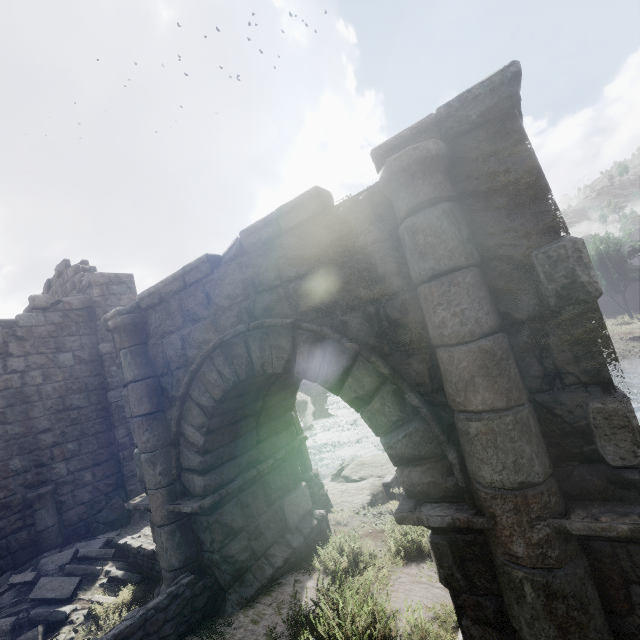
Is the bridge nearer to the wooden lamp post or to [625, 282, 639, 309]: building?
the wooden lamp post

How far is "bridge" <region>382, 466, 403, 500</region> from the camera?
11.0m

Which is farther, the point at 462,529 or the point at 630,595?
the point at 462,529

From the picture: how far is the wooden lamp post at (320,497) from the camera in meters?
9.4

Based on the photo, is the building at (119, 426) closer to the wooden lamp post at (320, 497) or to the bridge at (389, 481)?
the wooden lamp post at (320, 497)

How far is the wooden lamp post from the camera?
9.4 meters

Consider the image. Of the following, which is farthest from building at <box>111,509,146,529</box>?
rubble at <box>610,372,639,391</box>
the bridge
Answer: rubble at <box>610,372,639,391</box>

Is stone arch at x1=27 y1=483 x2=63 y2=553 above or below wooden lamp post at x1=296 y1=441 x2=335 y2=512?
above
